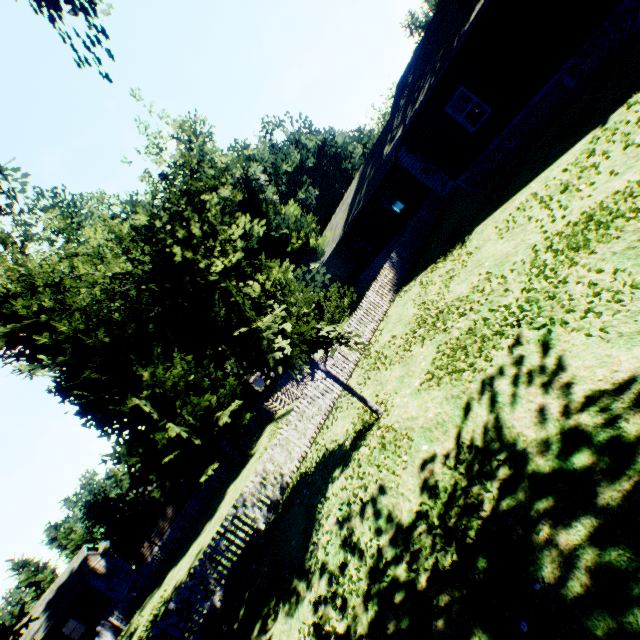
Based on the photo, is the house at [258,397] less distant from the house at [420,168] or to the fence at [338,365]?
the fence at [338,365]

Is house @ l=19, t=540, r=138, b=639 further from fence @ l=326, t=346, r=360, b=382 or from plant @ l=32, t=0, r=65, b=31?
plant @ l=32, t=0, r=65, b=31

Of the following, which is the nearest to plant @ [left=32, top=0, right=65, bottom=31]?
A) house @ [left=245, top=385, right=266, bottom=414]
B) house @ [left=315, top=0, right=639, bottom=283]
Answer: house @ [left=315, top=0, right=639, bottom=283]

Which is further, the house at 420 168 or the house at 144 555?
the house at 144 555

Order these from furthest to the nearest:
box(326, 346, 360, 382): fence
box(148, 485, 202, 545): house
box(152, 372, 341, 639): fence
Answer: box(148, 485, 202, 545): house
box(326, 346, 360, 382): fence
box(152, 372, 341, 639): fence

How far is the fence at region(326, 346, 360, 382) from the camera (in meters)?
13.16

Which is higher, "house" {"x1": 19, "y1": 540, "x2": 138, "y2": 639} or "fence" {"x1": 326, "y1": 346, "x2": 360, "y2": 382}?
"house" {"x1": 19, "y1": 540, "x2": 138, "y2": 639}

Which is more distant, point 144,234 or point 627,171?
point 144,234
